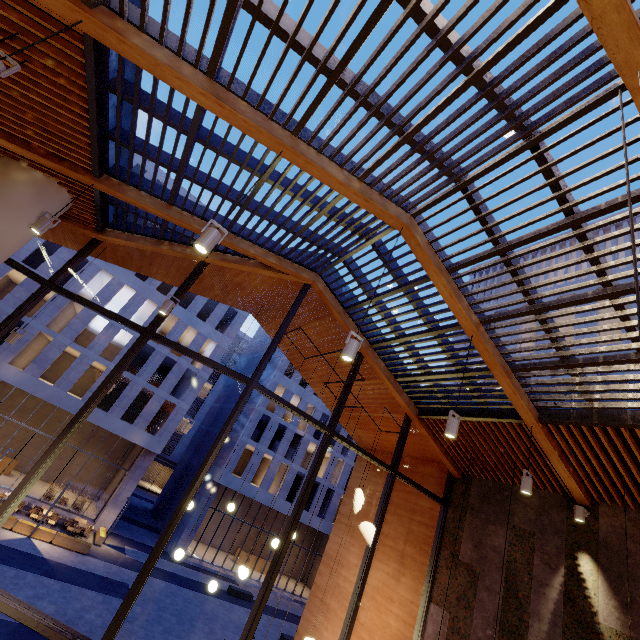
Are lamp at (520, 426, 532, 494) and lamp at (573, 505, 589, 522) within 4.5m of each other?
yes

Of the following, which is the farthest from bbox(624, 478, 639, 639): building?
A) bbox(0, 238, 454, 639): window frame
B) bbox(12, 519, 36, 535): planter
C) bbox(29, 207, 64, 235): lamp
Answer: bbox(12, 519, 36, 535): planter

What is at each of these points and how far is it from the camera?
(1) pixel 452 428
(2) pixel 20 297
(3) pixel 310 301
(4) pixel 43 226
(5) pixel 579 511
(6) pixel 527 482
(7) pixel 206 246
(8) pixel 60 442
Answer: (1) lamp, 4.42m
(2) building, 22.81m
(3) building, 8.04m
(4) lamp, 4.60m
(5) lamp, 5.84m
(6) lamp, 5.13m
(7) lamp, 3.04m
(8) window frame, 5.08m

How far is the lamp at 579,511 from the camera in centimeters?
579cm

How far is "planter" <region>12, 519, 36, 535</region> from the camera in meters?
17.6 m

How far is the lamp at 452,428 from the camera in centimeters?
440cm

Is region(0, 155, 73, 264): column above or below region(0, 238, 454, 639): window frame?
above

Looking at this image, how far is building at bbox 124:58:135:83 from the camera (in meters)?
3.90
